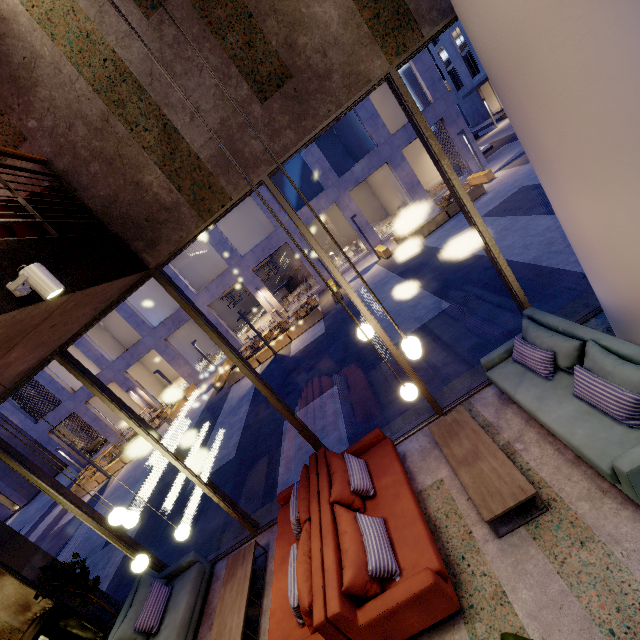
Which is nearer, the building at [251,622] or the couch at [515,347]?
the couch at [515,347]

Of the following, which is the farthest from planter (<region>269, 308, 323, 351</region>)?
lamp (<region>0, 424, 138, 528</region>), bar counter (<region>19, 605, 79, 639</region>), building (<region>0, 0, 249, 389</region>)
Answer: lamp (<region>0, 424, 138, 528</region>)

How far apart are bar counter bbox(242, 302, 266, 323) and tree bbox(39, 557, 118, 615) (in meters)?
23.33

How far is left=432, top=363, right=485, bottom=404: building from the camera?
5.5m

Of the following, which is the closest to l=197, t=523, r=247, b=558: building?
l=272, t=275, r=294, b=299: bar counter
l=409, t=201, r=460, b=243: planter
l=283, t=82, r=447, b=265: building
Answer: → l=409, t=201, r=460, b=243: planter

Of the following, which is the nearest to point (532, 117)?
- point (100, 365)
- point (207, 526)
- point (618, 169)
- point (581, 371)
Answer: point (618, 169)

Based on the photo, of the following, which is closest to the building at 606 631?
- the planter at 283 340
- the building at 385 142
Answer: the planter at 283 340

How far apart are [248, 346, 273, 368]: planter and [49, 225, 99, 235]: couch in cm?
1228
